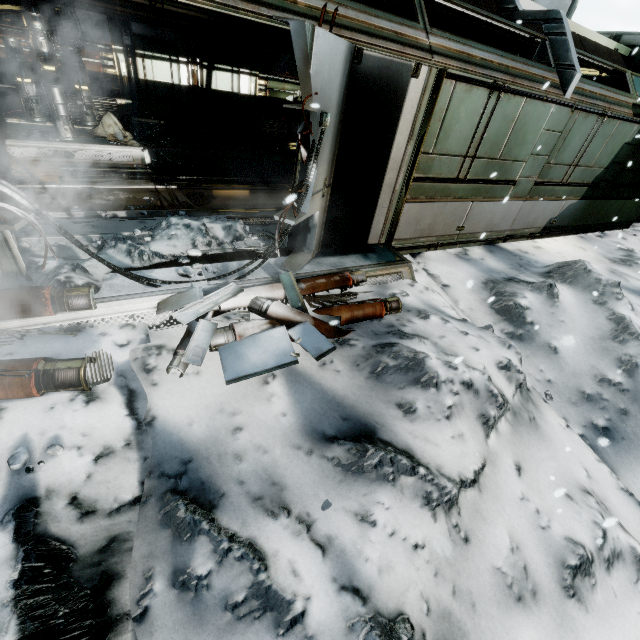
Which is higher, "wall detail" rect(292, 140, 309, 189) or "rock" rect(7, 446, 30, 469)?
"wall detail" rect(292, 140, 309, 189)

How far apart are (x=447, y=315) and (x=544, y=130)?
4.5 meters

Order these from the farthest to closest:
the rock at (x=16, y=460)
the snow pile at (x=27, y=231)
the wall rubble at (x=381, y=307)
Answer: the snow pile at (x=27, y=231) < the wall rubble at (x=381, y=307) < the rock at (x=16, y=460)

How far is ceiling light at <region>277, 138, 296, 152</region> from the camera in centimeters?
1098cm

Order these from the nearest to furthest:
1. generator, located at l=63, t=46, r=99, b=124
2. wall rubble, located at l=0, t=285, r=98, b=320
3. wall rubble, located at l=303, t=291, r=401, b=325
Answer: wall rubble, located at l=0, t=285, r=98, b=320 → wall rubble, located at l=303, t=291, r=401, b=325 → generator, located at l=63, t=46, r=99, b=124

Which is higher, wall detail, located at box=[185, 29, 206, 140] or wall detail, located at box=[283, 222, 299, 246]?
wall detail, located at box=[185, 29, 206, 140]

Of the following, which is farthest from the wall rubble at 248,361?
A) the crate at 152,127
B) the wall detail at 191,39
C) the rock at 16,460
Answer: the wall detail at 191,39

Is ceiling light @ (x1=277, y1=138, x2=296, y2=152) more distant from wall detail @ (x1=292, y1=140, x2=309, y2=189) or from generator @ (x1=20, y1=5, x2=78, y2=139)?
wall detail @ (x1=292, y1=140, x2=309, y2=189)
